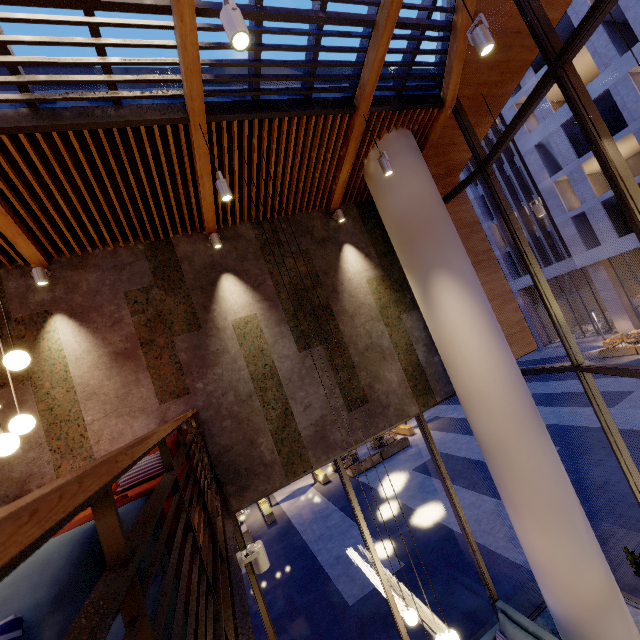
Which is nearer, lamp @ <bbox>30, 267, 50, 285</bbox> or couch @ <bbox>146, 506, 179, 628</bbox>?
couch @ <bbox>146, 506, 179, 628</bbox>

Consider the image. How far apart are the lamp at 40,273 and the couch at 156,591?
4.2m

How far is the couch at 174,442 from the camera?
4.69m

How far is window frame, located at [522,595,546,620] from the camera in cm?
642

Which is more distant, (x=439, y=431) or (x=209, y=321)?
(x=439, y=431)

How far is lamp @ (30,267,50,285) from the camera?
4.8 meters

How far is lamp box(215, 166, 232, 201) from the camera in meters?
4.1 m

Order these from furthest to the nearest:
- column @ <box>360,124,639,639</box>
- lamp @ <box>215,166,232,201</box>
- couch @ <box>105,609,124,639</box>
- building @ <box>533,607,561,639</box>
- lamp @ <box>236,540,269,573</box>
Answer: building @ <box>533,607,561,639</box>
column @ <box>360,124,639,639</box>
lamp @ <box>215,166,232,201</box>
lamp @ <box>236,540,269,573</box>
couch @ <box>105,609,124,639</box>
